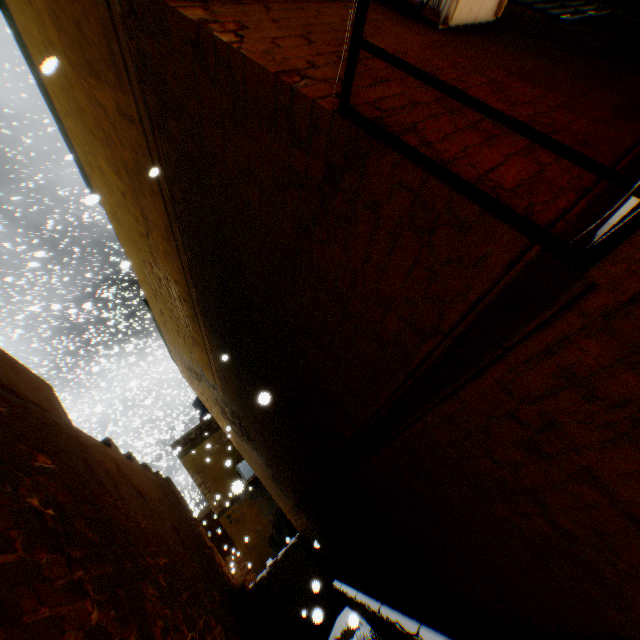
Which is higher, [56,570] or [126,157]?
[126,157]

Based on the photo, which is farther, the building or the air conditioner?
the air conditioner

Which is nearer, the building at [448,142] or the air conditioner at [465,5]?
the building at [448,142]
